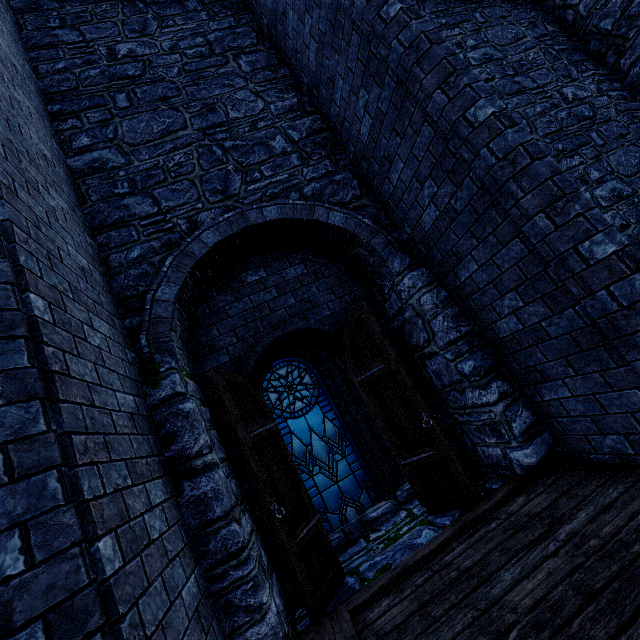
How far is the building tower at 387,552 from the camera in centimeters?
328cm

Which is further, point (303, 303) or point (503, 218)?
point (303, 303)

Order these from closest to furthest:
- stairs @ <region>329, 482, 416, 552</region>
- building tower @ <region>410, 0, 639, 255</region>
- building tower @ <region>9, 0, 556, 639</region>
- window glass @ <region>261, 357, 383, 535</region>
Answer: building tower @ <region>9, 0, 556, 639</region>, stairs @ <region>329, 482, 416, 552</region>, building tower @ <region>410, 0, 639, 255</region>, window glass @ <region>261, 357, 383, 535</region>

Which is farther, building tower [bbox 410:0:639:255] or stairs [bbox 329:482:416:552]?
building tower [bbox 410:0:639:255]

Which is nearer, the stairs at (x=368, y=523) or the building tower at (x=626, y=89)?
the stairs at (x=368, y=523)

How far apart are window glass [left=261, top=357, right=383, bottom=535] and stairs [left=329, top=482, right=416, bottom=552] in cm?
109

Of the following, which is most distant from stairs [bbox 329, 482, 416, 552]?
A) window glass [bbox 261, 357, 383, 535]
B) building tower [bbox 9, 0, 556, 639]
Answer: window glass [bbox 261, 357, 383, 535]
